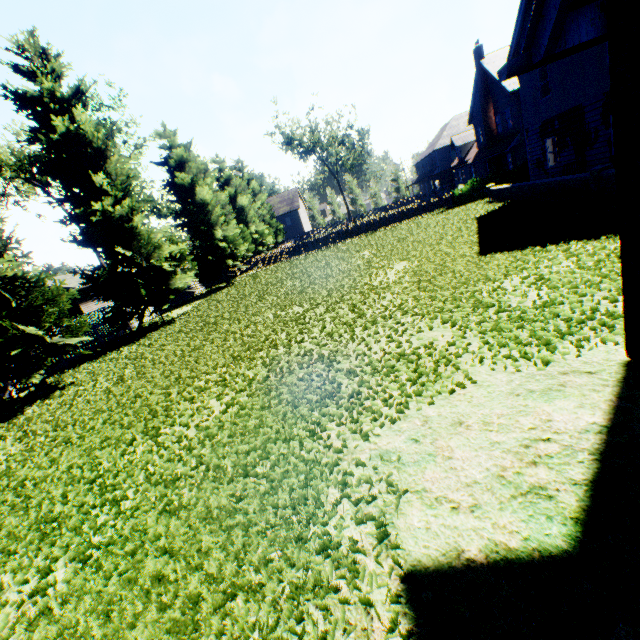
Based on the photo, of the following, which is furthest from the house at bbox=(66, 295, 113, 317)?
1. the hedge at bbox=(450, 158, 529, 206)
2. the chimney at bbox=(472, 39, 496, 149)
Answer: the chimney at bbox=(472, 39, 496, 149)

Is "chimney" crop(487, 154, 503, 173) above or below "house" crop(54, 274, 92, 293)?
below

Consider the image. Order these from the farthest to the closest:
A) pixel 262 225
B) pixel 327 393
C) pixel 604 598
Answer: pixel 262 225, pixel 327 393, pixel 604 598

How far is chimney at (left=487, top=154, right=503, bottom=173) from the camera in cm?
3100

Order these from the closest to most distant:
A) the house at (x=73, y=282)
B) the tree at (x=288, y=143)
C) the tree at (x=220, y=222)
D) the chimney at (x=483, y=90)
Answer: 1. the tree at (x=220, y=222)
2. the chimney at (x=483, y=90)
3. the house at (x=73, y=282)
4. the tree at (x=288, y=143)

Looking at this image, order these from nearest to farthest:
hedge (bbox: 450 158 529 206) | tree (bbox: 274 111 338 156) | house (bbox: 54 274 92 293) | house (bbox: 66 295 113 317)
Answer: hedge (bbox: 450 158 529 206) < house (bbox: 54 274 92 293) < house (bbox: 66 295 113 317) < tree (bbox: 274 111 338 156)

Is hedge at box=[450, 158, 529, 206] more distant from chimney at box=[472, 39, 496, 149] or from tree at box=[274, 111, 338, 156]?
tree at box=[274, 111, 338, 156]

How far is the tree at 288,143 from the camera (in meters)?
52.94
